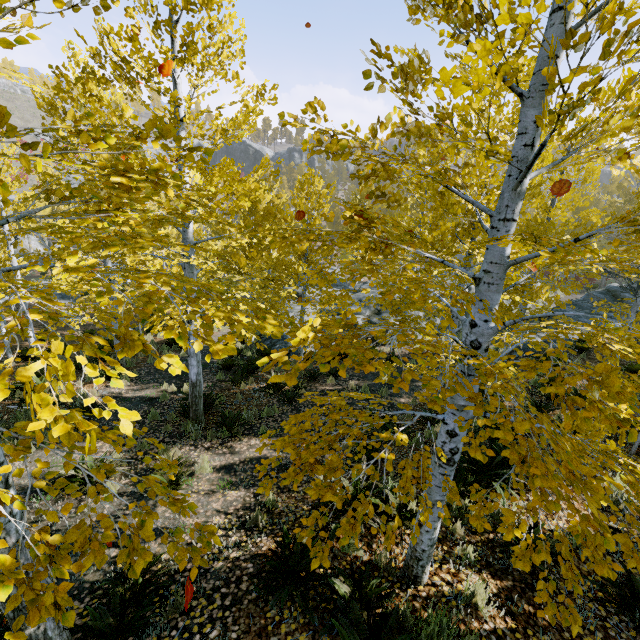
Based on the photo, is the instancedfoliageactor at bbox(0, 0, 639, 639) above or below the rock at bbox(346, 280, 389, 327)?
above

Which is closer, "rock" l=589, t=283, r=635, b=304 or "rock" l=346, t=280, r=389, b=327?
"rock" l=346, t=280, r=389, b=327

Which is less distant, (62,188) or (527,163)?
(527,163)

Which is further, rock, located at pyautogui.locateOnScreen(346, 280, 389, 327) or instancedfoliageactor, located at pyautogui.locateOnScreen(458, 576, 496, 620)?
rock, located at pyautogui.locateOnScreen(346, 280, 389, 327)

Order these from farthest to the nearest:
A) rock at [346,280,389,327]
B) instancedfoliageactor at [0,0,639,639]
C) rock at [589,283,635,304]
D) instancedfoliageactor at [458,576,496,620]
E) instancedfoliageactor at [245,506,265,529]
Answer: rock at [589,283,635,304], rock at [346,280,389,327], instancedfoliageactor at [245,506,265,529], instancedfoliageactor at [458,576,496,620], instancedfoliageactor at [0,0,639,639]

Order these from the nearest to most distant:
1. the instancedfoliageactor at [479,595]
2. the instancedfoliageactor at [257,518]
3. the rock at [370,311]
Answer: the instancedfoliageactor at [479,595] → the instancedfoliageactor at [257,518] → the rock at [370,311]

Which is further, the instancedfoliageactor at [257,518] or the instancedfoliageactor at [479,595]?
the instancedfoliageactor at [257,518]
